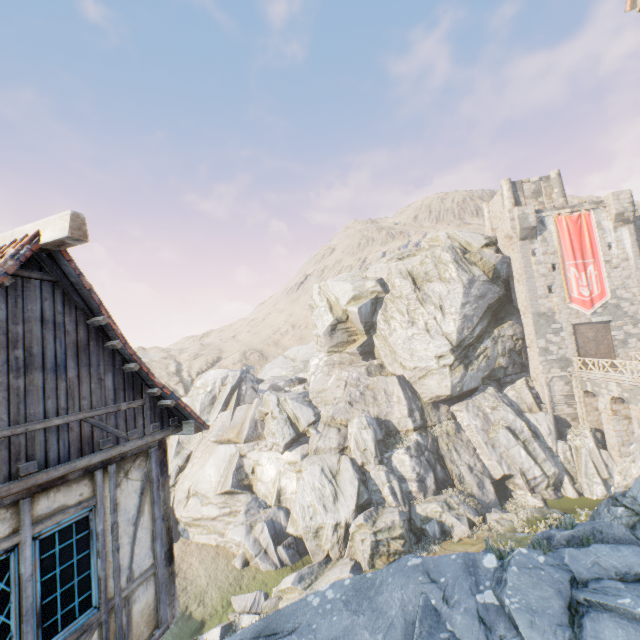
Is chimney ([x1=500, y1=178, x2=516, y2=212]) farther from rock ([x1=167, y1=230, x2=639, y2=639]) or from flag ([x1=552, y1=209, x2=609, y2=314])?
flag ([x1=552, y1=209, x2=609, y2=314])

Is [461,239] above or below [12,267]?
above

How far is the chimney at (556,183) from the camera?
32.6m

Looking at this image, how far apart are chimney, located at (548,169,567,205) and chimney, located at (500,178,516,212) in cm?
319

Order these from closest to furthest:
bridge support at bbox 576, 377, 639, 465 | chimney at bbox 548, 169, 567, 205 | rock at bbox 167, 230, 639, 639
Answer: rock at bbox 167, 230, 639, 639 → bridge support at bbox 576, 377, 639, 465 → chimney at bbox 548, 169, 567, 205

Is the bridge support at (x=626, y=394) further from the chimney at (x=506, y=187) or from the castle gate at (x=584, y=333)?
the chimney at (x=506, y=187)

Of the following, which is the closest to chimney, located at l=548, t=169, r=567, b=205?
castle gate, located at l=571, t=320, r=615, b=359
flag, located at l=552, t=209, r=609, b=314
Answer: flag, located at l=552, t=209, r=609, b=314

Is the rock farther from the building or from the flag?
the flag
